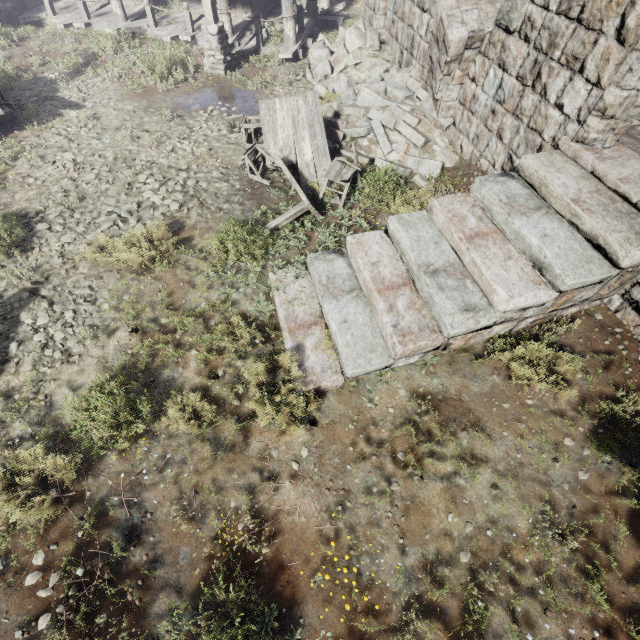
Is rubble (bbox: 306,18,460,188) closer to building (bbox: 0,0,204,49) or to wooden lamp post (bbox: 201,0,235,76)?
building (bbox: 0,0,204,49)

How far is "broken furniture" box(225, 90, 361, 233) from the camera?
6.7 meters

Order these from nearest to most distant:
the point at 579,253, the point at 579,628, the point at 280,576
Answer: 1. the point at 579,628
2. the point at 280,576
3. the point at 579,253

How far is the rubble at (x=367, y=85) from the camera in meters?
7.7 m

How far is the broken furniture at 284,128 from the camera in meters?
6.7

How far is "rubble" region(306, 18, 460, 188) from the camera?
7.7 meters

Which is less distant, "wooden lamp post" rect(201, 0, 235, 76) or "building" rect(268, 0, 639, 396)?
"building" rect(268, 0, 639, 396)

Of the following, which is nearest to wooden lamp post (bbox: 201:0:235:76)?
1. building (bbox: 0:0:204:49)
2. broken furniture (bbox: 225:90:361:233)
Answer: building (bbox: 0:0:204:49)
